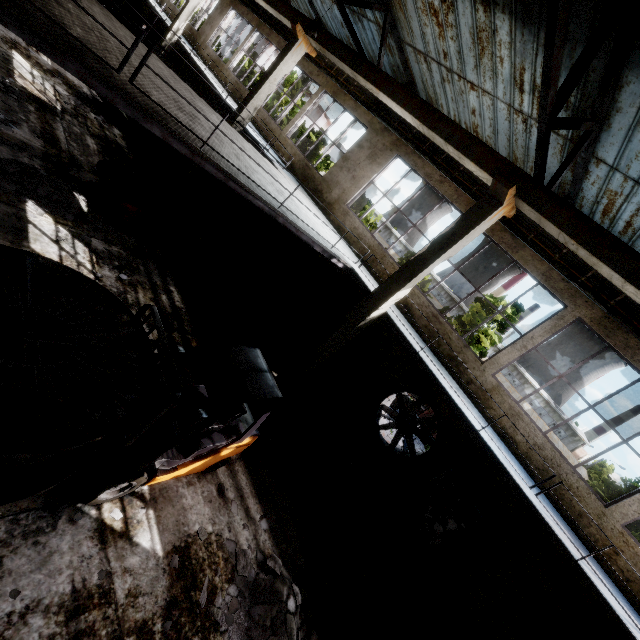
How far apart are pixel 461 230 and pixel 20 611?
9.0m

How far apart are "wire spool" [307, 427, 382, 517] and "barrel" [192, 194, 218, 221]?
10.41m

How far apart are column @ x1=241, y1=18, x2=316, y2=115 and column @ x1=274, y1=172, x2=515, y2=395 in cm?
947

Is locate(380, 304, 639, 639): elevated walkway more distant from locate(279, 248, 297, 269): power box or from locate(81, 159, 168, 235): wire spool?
locate(81, 159, 168, 235): wire spool

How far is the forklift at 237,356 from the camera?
4.2m

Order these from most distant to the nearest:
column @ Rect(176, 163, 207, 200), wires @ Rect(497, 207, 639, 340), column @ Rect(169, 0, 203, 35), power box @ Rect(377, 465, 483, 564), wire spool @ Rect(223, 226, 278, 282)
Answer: column @ Rect(169, 0, 203, 35) < column @ Rect(176, 163, 207, 200) < wire spool @ Rect(223, 226, 278, 282) < power box @ Rect(377, 465, 483, 564) < wires @ Rect(497, 207, 639, 340)

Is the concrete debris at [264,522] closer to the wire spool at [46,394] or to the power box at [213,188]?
the wire spool at [46,394]

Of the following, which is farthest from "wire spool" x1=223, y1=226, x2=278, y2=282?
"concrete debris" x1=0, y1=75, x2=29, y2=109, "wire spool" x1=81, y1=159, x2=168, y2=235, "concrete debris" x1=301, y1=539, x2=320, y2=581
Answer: "concrete debris" x1=301, y1=539, x2=320, y2=581
